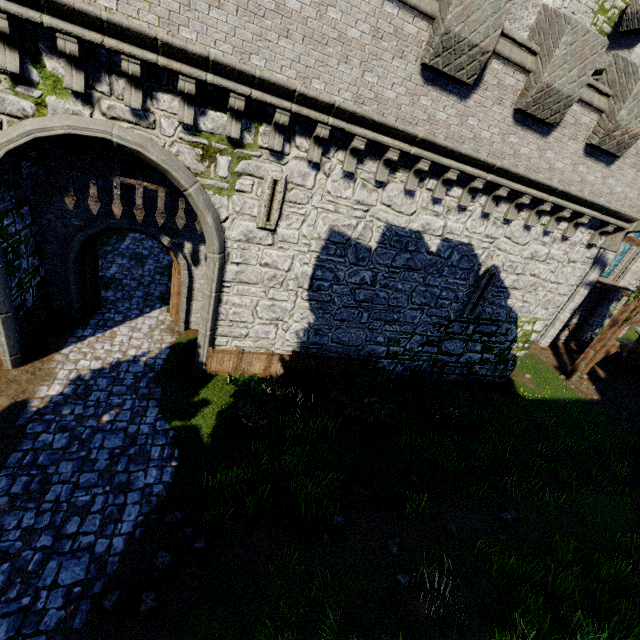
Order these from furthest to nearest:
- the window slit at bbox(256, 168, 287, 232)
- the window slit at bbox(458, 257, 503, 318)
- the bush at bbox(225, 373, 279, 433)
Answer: the window slit at bbox(458, 257, 503, 318), the bush at bbox(225, 373, 279, 433), the window slit at bbox(256, 168, 287, 232)

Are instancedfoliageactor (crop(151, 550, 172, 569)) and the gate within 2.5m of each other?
no

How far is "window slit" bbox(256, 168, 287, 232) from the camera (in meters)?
8.11

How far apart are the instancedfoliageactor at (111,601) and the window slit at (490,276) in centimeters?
1232cm

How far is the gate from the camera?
7.35m

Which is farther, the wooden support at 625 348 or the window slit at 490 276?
the wooden support at 625 348

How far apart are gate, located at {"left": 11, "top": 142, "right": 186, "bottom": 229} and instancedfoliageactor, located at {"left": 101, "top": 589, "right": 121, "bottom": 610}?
7.9m

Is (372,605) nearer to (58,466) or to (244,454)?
(244,454)
